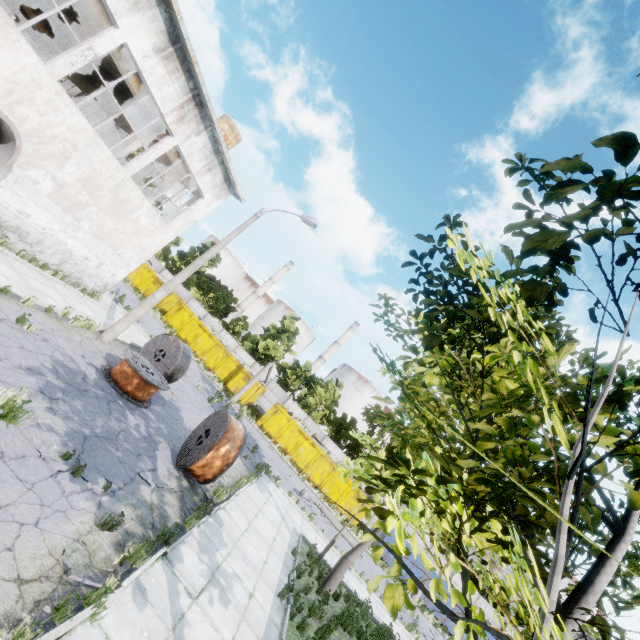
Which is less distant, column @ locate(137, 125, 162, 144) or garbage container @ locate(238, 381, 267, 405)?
column @ locate(137, 125, 162, 144)

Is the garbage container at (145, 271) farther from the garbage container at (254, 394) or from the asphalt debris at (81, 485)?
the asphalt debris at (81, 485)

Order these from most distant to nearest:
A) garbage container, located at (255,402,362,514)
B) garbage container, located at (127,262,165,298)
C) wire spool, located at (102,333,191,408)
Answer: garbage container, located at (127,262,165,298) → garbage container, located at (255,402,362,514) → wire spool, located at (102,333,191,408)

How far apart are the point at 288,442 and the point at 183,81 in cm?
2537

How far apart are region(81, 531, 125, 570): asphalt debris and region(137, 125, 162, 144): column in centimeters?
1587cm

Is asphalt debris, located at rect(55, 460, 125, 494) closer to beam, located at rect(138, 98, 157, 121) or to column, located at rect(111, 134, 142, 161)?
column, located at rect(111, 134, 142, 161)

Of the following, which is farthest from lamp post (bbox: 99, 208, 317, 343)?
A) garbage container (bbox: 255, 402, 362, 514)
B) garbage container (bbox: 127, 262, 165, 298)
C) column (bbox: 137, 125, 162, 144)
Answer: garbage container (bbox: 127, 262, 165, 298)

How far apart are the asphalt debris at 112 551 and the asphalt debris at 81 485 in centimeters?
80cm
